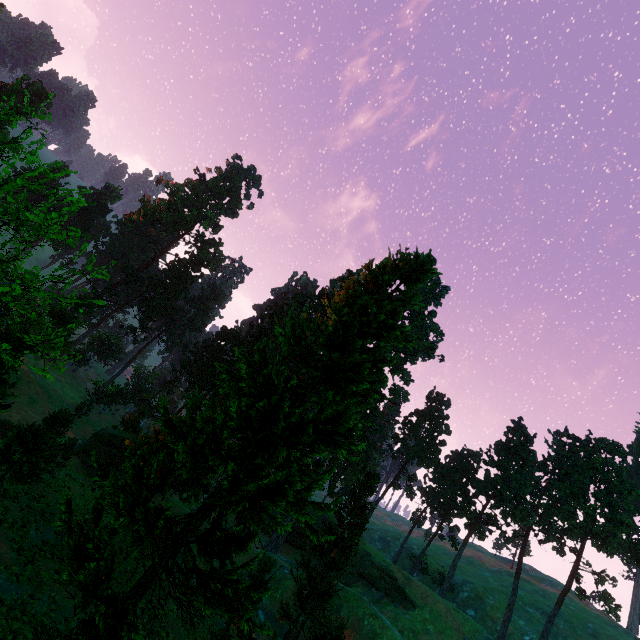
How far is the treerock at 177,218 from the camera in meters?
57.5

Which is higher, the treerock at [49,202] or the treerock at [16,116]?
the treerock at [16,116]

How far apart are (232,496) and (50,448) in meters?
15.3

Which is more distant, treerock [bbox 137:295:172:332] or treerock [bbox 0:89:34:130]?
treerock [bbox 137:295:172:332]

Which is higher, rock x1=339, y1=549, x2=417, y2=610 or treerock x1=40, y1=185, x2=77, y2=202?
treerock x1=40, y1=185, x2=77, y2=202

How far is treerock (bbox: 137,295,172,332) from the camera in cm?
5729

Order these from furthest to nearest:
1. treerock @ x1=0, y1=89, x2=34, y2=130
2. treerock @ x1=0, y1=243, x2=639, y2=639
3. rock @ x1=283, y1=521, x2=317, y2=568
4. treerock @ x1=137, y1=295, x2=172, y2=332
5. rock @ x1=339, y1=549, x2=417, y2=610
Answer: treerock @ x1=137, y1=295, x2=172, y2=332 → rock @ x1=283, y1=521, x2=317, y2=568 → rock @ x1=339, y1=549, x2=417, y2=610 → treerock @ x1=0, y1=243, x2=639, y2=639 → treerock @ x1=0, y1=89, x2=34, y2=130
